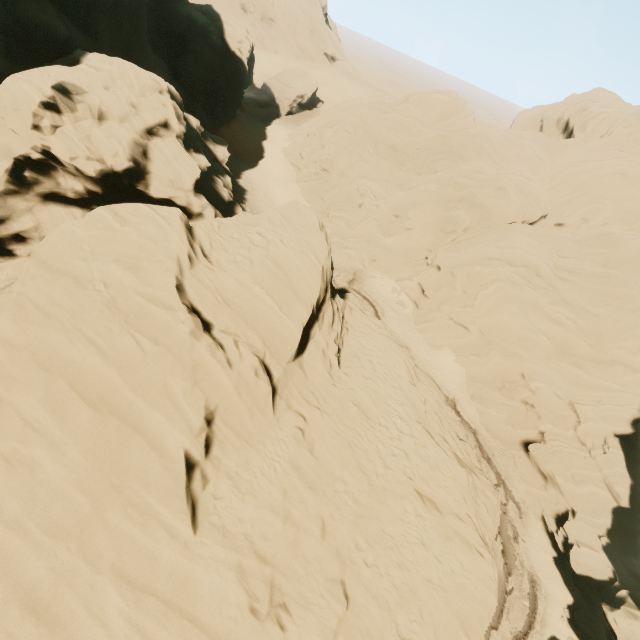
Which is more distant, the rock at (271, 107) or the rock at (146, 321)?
the rock at (271, 107)

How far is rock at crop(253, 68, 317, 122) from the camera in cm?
5747

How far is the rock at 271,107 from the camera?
57.47m

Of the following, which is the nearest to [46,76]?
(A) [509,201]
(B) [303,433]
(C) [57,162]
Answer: (C) [57,162]

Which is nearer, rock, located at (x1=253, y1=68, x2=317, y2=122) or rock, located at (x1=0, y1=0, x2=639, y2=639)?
rock, located at (x1=0, y1=0, x2=639, y2=639)
